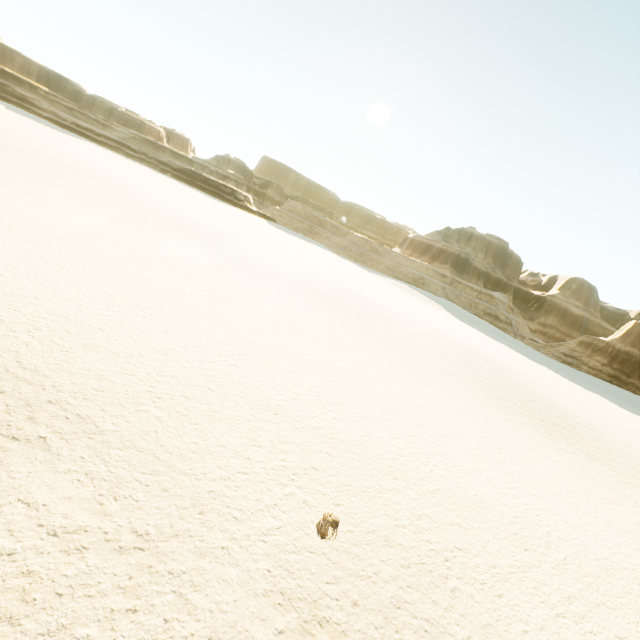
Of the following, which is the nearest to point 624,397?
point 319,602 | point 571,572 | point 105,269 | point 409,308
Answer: point 409,308
